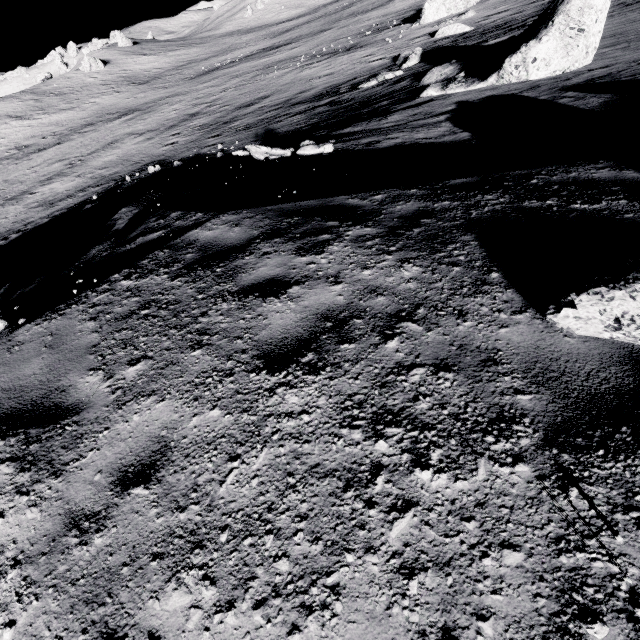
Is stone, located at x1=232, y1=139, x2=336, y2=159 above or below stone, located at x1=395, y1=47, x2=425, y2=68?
above

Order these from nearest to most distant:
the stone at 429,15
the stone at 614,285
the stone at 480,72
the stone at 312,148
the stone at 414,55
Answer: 1. the stone at 614,285
2. the stone at 312,148
3. the stone at 480,72
4. the stone at 414,55
5. the stone at 429,15

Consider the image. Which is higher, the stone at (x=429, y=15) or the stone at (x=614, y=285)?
the stone at (x=614, y=285)

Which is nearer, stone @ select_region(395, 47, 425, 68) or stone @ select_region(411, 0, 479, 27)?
stone @ select_region(395, 47, 425, 68)

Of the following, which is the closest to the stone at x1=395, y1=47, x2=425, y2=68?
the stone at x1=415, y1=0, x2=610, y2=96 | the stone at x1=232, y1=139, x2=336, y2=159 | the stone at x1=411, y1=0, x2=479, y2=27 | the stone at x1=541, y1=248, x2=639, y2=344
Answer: the stone at x1=415, y1=0, x2=610, y2=96

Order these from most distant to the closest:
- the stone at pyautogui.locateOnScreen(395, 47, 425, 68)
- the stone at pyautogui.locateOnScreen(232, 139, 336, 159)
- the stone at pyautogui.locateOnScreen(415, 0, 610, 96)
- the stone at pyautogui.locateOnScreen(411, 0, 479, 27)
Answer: the stone at pyautogui.locateOnScreen(411, 0, 479, 27)
the stone at pyautogui.locateOnScreen(395, 47, 425, 68)
the stone at pyautogui.locateOnScreen(415, 0, 610, 96)
the stone at pyautogui.locateOnScreen(232, 139, 336, 159)

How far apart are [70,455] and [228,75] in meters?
54.2 m

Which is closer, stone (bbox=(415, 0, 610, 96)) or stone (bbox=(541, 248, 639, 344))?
stone (bbox=(541, 248, 639, 344))
